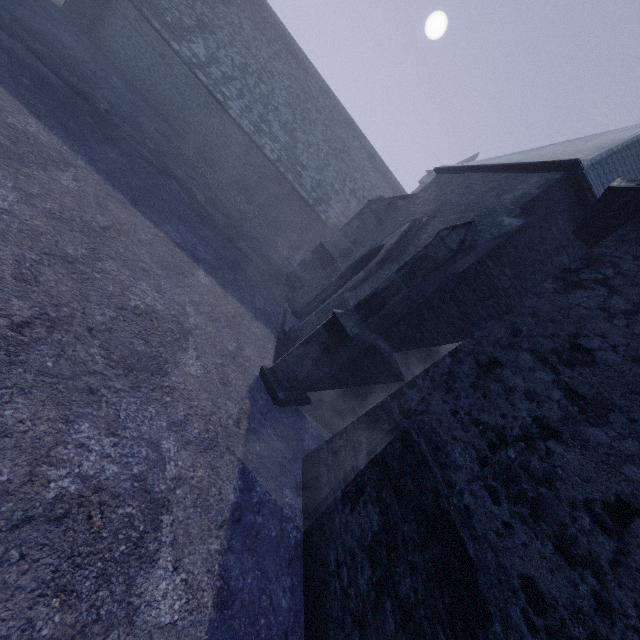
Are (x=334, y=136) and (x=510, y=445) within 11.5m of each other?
no
